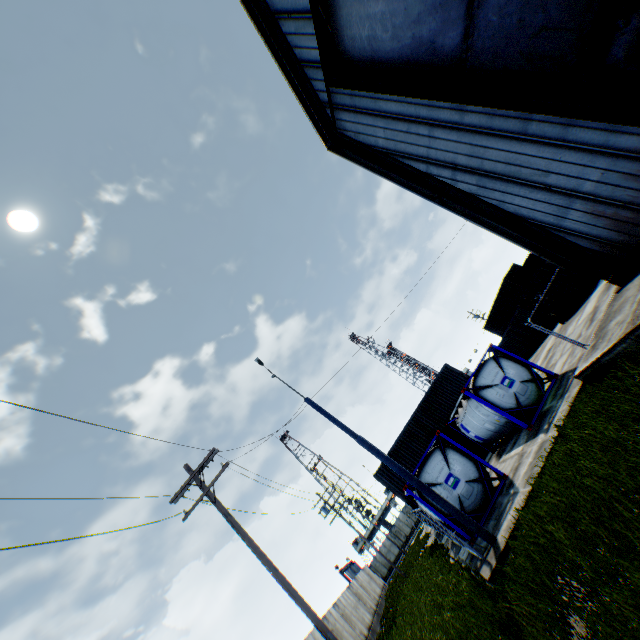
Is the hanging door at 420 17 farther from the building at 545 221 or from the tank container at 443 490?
the tank container at 443 490

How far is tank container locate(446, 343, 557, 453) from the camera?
14.2 meters

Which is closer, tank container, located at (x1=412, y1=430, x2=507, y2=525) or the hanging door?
the hanging door

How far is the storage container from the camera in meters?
18.7

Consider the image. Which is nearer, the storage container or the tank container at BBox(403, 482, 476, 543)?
the tank container at BBox(403, 482, 476, 543)

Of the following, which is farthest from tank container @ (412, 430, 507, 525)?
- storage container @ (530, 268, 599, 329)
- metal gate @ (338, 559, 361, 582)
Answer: metal gate @ (338, 559, 361, 582)

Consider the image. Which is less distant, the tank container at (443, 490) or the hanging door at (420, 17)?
the hanging door at (420, 17)

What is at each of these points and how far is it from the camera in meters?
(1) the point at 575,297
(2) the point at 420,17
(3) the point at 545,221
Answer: (1) storage container, 19.8 m
(2) hanging door, 8.4 m
(3) building, 9.9 m
